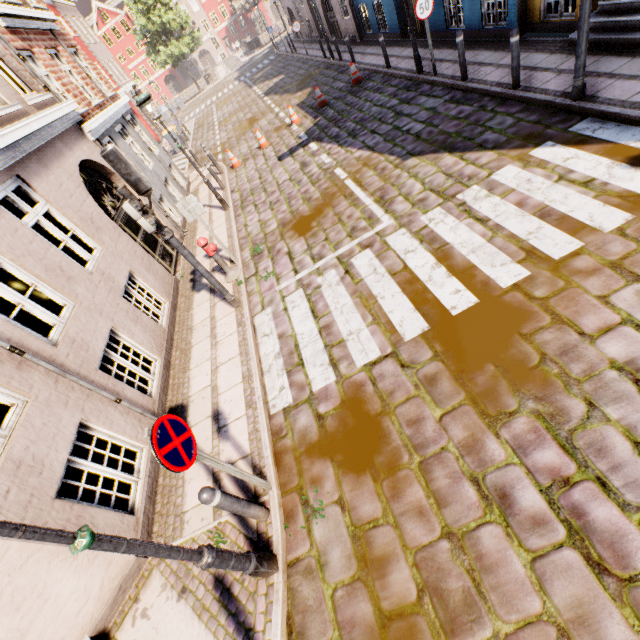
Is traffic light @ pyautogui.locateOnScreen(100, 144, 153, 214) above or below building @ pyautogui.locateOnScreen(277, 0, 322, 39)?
above

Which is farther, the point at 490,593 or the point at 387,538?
the point at 387,538

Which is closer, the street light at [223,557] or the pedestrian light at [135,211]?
the street light at [223,557]

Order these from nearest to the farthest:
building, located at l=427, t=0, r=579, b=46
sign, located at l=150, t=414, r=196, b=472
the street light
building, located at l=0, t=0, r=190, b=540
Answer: the street light → sign, located at l=150, t=414, r=196, b=472 → building, located at l=0, t=0, r=190, b=540 → building, located at l=427, t=0, r=579, b=46

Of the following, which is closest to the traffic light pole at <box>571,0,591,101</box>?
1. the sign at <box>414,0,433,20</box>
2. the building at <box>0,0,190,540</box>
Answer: the building at <box>0,0,190,540</box>

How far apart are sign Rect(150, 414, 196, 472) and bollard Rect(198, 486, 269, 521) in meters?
0.4 m

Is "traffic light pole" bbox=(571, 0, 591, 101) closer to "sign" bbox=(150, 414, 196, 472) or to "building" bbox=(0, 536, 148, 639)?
"building" bbox=(0, 536, 148, 639)

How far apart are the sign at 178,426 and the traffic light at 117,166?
3.78m
